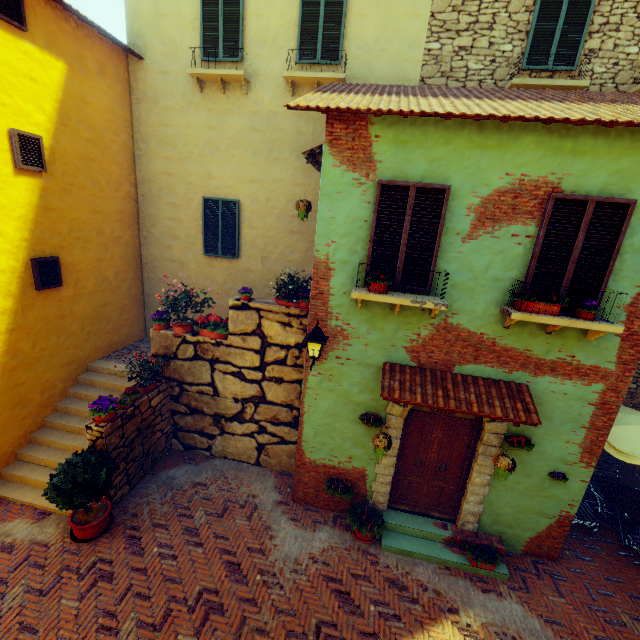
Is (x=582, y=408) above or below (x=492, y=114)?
below

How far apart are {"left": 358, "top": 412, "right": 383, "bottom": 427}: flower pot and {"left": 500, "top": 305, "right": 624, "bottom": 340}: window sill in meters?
2.7

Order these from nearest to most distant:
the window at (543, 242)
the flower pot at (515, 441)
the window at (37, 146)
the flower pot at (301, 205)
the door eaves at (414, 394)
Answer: the window at (543, 242) → the door eaves at (414, 394) → the flower pot at (515, 441) → the window at (37, 146) → the flower pot at (301, 205)

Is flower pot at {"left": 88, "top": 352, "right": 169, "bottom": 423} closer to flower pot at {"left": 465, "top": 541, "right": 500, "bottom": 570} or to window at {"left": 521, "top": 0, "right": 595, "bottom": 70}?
flower pot at {"left": 465, "top": 541, "right": 500, "bottom": 570}

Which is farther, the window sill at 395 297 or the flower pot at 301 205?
the flower pot at 301 205

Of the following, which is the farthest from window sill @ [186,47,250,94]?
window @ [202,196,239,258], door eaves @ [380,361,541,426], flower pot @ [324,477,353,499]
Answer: flower pot @ [324,477,353,499]

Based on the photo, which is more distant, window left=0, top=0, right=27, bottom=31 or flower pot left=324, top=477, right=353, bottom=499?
flower pot left=324, top=477, right=353, bottom=499

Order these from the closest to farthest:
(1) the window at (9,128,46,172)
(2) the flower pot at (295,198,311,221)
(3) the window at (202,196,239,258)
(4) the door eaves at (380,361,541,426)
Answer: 1. (4) the door eaves at (380,361,541,426)
2. (1) the window at (9,128,46,172)
3. (2) the flower pot at (295,198,311,221)
4. (3) the window at (202,196,239,258)
